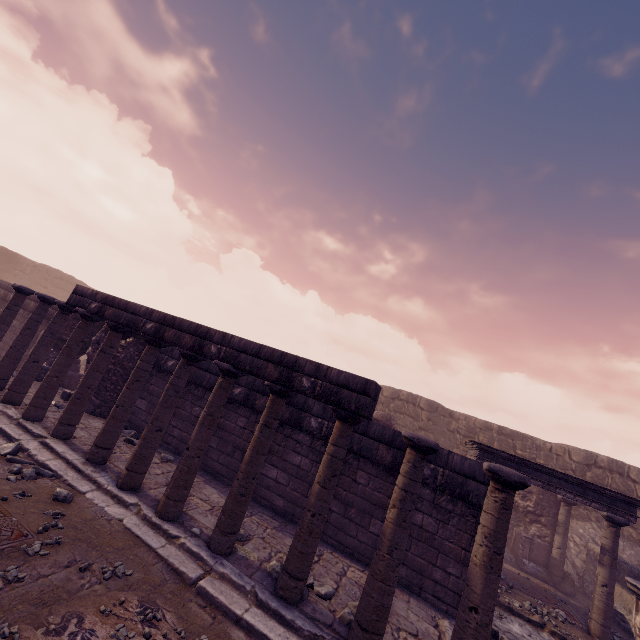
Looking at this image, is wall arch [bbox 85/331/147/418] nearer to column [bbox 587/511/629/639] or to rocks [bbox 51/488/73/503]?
rocks [bbox 51/488/73/503]

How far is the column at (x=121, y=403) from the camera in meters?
6.1 m

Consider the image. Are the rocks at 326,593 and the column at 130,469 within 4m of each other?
yes

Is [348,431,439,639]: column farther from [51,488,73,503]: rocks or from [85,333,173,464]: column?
[85,333,173,464]: column

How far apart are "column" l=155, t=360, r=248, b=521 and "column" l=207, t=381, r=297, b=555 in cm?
55

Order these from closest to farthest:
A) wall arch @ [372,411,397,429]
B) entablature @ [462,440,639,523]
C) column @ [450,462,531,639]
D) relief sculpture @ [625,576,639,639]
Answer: column @ [450,462,531,639]
relief sculpture @ [625,576,639,639]
entablature @ [462,440,639,523]
wall arch @ [372,411,397,429]

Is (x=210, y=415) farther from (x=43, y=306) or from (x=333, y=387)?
(x=43, y=306)

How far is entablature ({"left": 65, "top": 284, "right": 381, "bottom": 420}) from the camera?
4.72m
